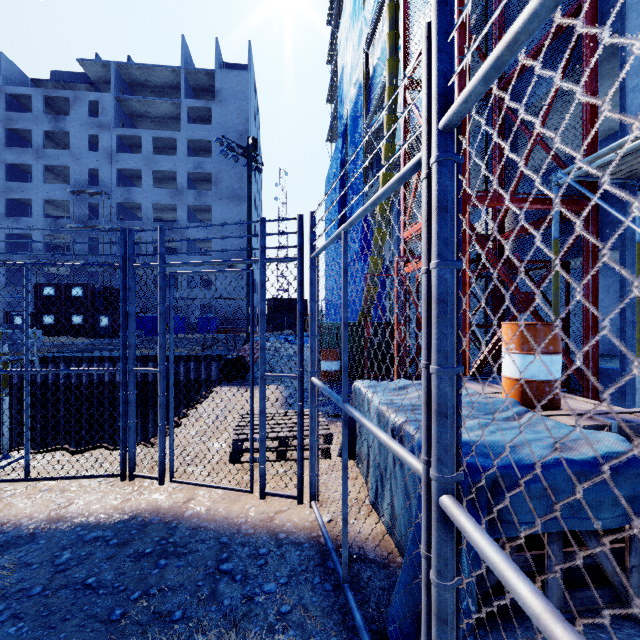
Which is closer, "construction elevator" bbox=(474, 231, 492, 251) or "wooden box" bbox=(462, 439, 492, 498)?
"wooden box" bbox=(462, 439, 492, 498)

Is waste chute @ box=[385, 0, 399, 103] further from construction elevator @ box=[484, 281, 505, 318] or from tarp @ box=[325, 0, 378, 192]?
construction elevator @ box=[484, 281, 505, 318]

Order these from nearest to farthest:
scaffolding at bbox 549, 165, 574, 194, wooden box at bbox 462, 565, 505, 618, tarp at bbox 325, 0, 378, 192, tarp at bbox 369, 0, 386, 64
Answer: wooden box at bbox 462, 565, 505, 618, scaffolding at bbox 549, 165, 574, 194, tarp at bbox 369, 0, 386, 64, tarp at bbox 325, 0, 378, 192

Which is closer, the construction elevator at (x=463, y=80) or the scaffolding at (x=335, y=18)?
the construction elevator at (x=463, y=80)

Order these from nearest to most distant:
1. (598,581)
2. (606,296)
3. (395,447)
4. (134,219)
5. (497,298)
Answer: (395,447)
(598,581)
(497,298)
(606,296)
(134,219)

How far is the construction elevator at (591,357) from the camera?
5.9 meters

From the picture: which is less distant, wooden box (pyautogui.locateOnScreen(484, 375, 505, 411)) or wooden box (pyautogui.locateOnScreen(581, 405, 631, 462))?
wooden box (pyautogui.locateOnScreen(581, 405, 631, 462))

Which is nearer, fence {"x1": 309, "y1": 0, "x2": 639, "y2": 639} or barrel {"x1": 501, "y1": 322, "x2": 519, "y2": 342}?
fence {"x1": 309, "y1": 0, "x2": 639, "y2": 639}
